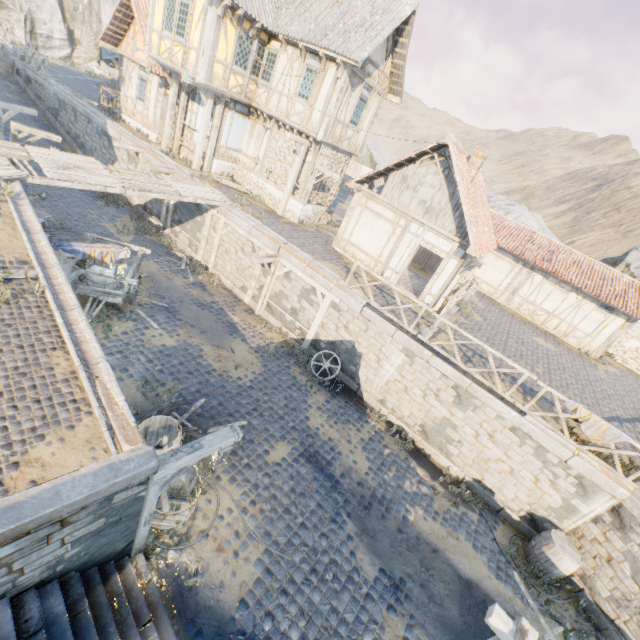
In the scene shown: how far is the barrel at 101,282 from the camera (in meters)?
10.17

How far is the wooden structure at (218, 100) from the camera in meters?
15.0 m

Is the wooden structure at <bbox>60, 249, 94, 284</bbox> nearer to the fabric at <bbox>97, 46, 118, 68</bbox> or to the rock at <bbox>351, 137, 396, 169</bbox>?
the rock at <bbox>351, 137, 396, 169</bbox>

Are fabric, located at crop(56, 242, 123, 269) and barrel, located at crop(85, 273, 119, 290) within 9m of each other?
yes

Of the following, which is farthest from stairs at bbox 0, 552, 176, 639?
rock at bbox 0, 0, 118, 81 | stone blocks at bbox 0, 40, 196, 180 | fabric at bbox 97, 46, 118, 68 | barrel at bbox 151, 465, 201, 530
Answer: fabric at bbox 97, 46, 118, 68

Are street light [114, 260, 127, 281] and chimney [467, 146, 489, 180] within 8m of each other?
no

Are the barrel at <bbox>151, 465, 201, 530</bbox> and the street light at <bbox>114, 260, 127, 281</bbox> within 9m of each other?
yes

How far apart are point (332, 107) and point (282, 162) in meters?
3.8
